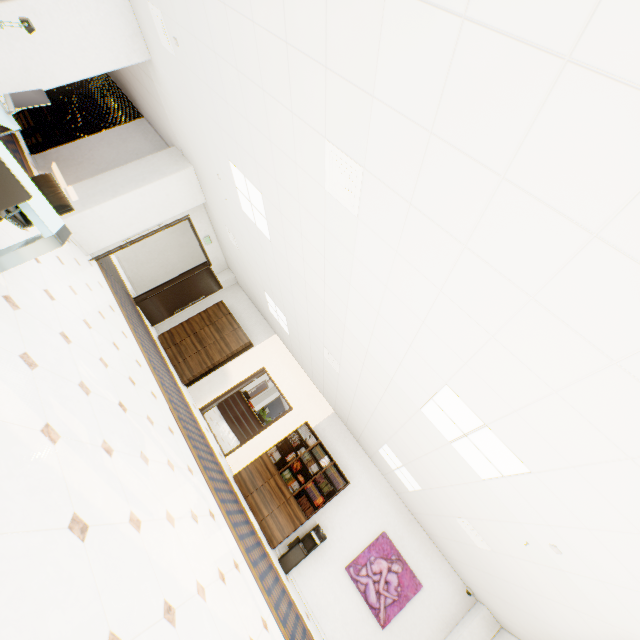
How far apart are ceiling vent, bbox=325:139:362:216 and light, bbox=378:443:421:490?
4.8m

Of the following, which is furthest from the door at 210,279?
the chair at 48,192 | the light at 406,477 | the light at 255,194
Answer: the light at 406,477

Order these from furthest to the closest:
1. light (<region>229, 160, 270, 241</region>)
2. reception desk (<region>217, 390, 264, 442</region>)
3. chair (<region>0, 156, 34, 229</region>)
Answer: reception desk (<region>217, 390, 264, 442</region>)
light (<region>229, 160, 270, 241</region>)
chair (<region>0, 156, 34, 229</region>)

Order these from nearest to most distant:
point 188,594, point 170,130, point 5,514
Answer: point 5,514, point 188,594, point 170,130

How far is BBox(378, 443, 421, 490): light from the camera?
6.03m

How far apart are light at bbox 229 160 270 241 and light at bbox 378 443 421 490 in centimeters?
436cm

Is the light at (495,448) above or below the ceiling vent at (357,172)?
above

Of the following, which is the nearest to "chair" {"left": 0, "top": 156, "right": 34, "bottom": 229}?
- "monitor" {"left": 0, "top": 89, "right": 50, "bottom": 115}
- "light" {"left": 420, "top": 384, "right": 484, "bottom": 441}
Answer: "monitor" {"left": 0, "top": 89, "right": 50, "bottom": 115}
